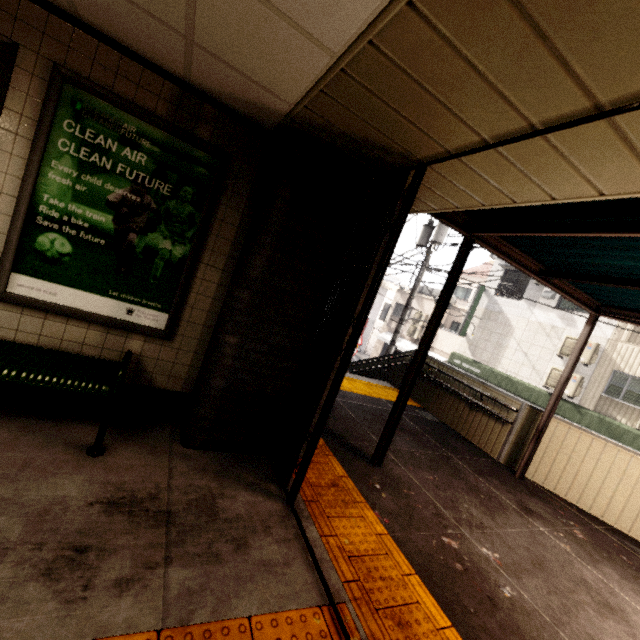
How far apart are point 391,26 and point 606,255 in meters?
3.4

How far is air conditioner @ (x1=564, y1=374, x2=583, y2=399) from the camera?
12.0 meters

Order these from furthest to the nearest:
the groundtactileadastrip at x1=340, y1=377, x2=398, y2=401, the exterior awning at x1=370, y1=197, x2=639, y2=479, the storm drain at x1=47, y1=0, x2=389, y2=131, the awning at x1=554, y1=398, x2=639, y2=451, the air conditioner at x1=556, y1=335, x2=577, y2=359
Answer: the air conditioner at x1=556, y1=335, x2=577, y2=359 < the awning at x1=554, y1=398, x2=639, y2=451 < the groundtactileadastrip at x1=340, y1=377, x2=398, y2=401 < the exterior awning at x1=370, y1=197, x2=639, y2=479 < the storm drain at x1=47, y1=0, x2=389, y2=131

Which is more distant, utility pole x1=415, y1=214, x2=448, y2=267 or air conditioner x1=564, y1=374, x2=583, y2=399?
air conditioner x1=564, y1=374, x2=583, y2=399

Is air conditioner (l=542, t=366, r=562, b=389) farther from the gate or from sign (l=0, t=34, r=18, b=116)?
sign (l=0, t=34, r=18, b=116)

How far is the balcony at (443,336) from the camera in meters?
18.6

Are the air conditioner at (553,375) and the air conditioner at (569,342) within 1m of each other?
yes

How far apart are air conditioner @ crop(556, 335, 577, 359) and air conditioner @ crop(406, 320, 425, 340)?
8.4 meters
